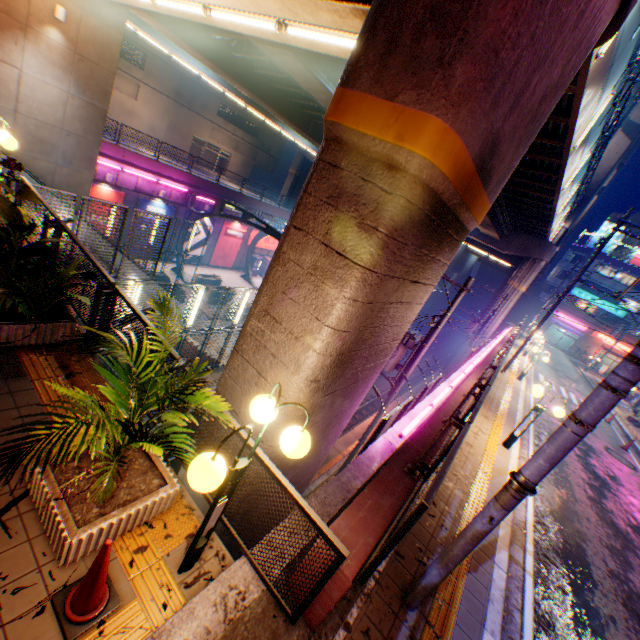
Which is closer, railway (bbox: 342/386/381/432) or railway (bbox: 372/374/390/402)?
railway (bbox: 342/386/381/432)

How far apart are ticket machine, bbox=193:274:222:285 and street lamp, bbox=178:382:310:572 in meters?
21.8 m

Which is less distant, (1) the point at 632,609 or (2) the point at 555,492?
(1) the point at 632,609

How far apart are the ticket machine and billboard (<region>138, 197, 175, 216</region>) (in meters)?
4.08

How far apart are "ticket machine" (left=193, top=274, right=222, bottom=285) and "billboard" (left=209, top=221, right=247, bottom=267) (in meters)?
4.65

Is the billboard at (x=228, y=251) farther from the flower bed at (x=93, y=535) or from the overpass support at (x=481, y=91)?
the flower bed at (x=93, y=535)

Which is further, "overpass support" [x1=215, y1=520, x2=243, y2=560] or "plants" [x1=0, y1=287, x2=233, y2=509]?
"overpass support" [x1=215, y1=520, x2=243, y2=560]

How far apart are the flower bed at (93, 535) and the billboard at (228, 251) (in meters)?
26.20
